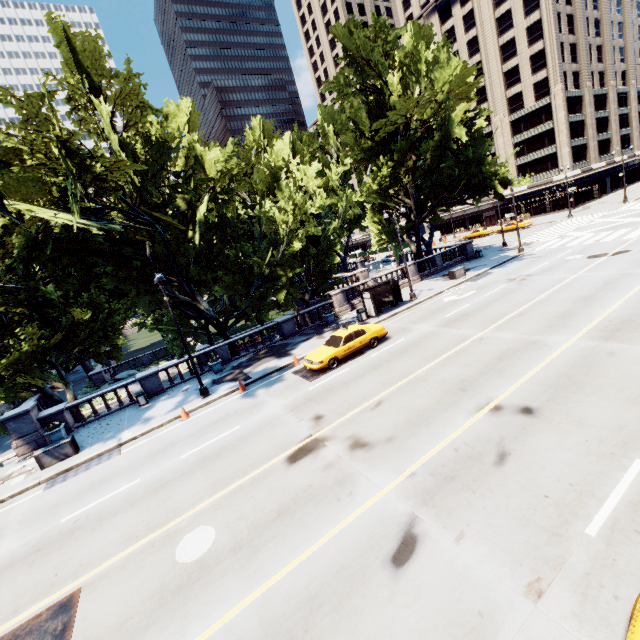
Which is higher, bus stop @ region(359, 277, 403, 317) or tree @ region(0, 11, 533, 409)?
tree @ region(0, 11, 533, 409)

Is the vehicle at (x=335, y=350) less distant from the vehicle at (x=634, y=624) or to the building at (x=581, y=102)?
the vehicle at (x=634, y=624)

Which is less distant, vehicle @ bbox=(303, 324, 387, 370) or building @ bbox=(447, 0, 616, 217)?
vehicle @ bbox=(303, 324, 387, 370)

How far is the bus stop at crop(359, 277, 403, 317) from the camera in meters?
24.1 m

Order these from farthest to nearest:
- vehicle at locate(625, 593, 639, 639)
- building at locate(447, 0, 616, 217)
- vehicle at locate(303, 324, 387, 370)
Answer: building at locate(447, 0, 616, 217) → vehicle at locate(303, 324, 387, 370) → vehicle at locate(625, 593, 639, 639)

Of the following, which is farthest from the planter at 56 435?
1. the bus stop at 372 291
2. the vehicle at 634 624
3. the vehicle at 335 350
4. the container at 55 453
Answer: the vehicle at 634 624

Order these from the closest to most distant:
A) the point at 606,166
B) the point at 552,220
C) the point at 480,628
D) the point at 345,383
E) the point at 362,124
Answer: the point at 480,628 → the point at 345,383 → the point at 362,124 → the point at 552,220 → the point at 606,166

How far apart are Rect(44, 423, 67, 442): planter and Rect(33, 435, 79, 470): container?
2.5m
